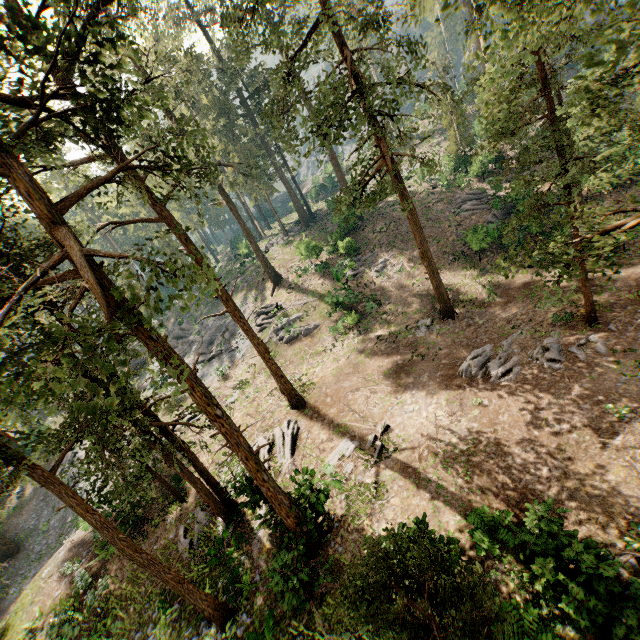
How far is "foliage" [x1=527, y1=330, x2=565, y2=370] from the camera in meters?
14.5 m

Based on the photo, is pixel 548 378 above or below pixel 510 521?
below

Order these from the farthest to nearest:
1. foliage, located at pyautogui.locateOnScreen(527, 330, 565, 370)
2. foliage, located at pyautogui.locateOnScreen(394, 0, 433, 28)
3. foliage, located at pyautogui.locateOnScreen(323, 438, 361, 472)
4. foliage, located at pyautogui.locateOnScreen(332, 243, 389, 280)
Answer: foliage, located at pyautogui.locateOnScreen(332, 243, 389, 280), foliage, located at pyautogui.locateOnScreen(394, 0, 433, 28), foliage, located at pyautogui.locateOnScreen(527, 330, 565, 370), foliage, located at pyautogui.locateOnScreen(323, 438, 361, 472)

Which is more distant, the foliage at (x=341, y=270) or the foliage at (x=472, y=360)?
the foliage at (x=341, y=270)

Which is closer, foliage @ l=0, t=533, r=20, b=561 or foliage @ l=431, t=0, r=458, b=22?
foliage @ l=431, t=0, r=458, b=22

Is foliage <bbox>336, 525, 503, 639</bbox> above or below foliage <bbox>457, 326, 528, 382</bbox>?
above

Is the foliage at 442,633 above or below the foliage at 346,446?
above
